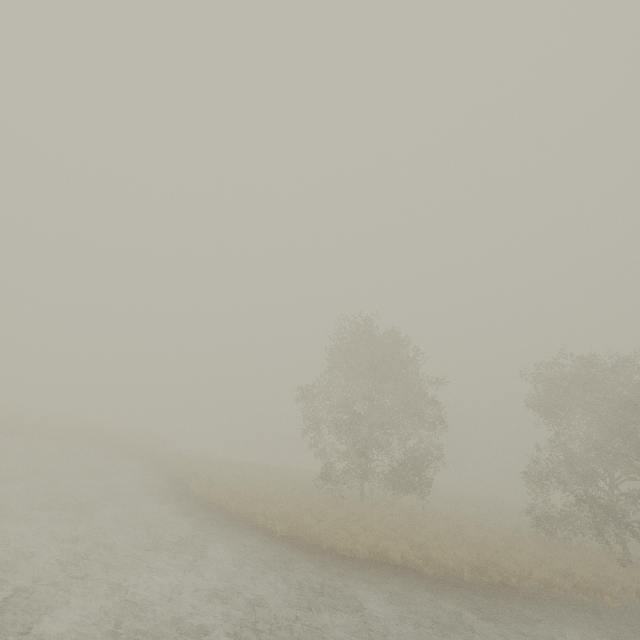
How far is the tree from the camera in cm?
1934

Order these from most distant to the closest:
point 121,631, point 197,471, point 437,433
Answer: point 437,433 → point 197,471 → point 121,631

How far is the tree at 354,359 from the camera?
19.34m
